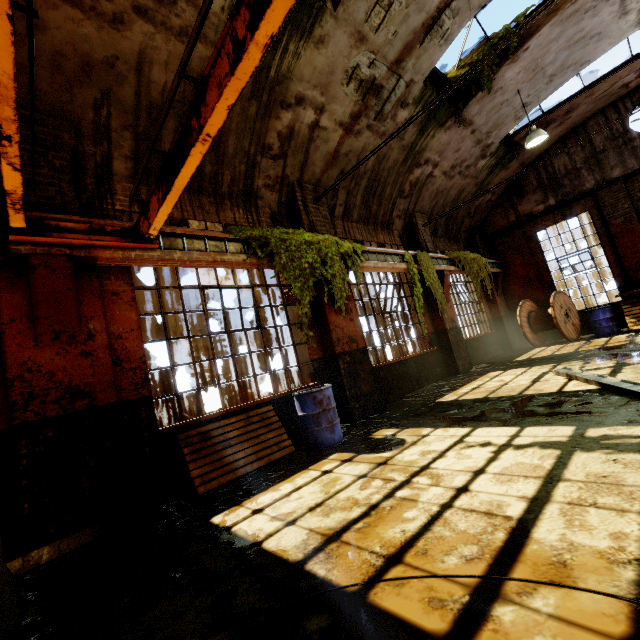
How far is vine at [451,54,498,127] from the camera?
8.0 meters

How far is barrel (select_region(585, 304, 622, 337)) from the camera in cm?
1047

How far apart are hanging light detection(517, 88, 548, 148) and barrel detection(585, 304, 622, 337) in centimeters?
571cm

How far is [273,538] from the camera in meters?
2.8 m

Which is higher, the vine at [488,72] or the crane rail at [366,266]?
the vine at [488,72]

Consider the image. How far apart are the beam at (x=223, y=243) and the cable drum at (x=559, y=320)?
10.7m

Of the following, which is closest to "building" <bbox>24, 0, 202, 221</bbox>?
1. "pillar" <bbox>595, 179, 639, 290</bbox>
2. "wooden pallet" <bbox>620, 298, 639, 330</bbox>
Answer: "pillar" <bbox>595, 179, 639, 290</bbox>

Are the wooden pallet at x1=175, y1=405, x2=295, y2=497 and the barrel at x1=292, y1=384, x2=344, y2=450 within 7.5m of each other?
yes
